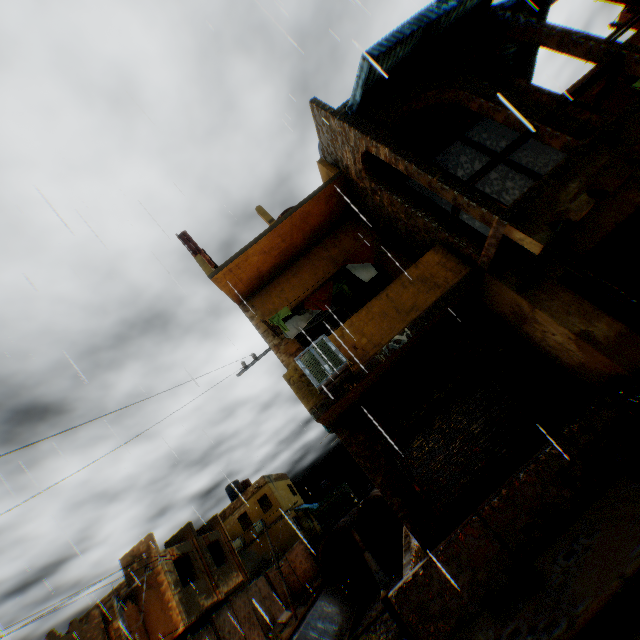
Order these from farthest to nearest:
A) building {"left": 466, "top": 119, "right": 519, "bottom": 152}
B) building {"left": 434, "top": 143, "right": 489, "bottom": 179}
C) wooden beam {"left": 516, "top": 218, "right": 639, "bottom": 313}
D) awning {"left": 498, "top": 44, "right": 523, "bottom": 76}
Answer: building {"left": 434, "top": 143, "right": 489, "bottom": 179} < building {"left": 466, "top": 119, "right": 519, "bottom": 152} < awning {"left": 498, "top": 44, "right": 523, "bottom": 76} < wooden beam {"left": 516, "top": 218, "right": 639, "bottom": 313}

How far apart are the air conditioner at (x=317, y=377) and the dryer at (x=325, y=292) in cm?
142

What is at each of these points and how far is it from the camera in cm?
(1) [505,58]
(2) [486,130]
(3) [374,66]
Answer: (1) awning, 906
(2) building, 995
(3) awning, 254

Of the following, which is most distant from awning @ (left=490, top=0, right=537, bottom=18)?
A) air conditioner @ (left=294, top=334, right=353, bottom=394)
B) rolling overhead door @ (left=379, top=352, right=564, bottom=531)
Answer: air conditioner @ (left=294, top=334, right=353, bottom=394)

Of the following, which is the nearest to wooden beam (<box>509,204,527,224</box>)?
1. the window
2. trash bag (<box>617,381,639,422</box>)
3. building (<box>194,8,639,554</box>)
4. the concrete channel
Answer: building (<box>194,8,639,554</box>)

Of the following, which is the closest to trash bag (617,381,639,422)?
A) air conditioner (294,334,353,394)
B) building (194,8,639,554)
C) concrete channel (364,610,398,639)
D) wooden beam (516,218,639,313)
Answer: building (194,8,639,554)

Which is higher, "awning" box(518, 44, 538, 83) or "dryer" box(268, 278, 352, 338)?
"awning" box(518, 44, 538, 83)

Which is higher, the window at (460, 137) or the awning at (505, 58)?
the awning at (505, 58)
